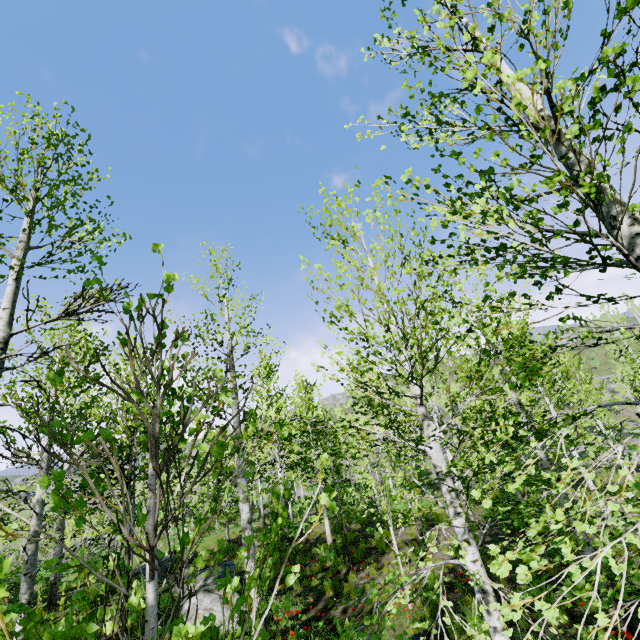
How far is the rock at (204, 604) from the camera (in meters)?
7.42

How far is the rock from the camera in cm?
742

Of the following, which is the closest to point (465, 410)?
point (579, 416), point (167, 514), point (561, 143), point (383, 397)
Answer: point (383, 397)

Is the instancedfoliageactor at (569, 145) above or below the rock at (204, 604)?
above

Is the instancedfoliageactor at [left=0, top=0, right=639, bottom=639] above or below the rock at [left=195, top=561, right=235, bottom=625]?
above

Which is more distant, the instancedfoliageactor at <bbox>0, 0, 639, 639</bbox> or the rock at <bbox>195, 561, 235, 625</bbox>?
the rock at <bbox>195, 561, 235, 625</bbox>
